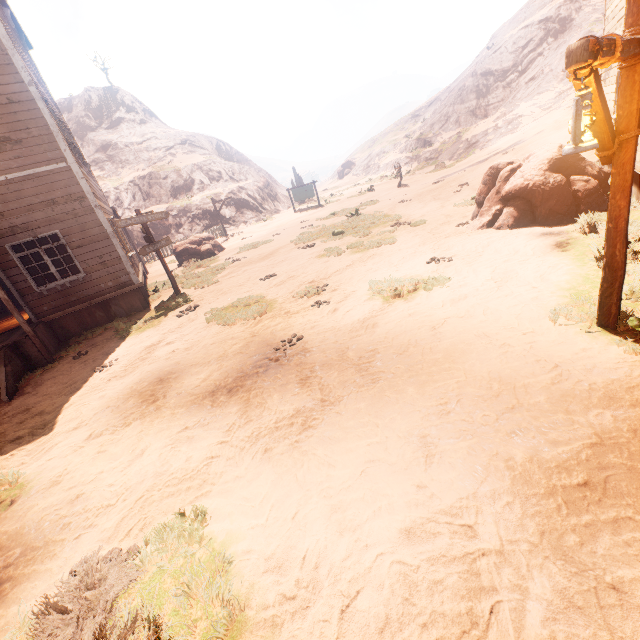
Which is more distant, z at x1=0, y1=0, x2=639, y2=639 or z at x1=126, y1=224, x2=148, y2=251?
z at x1=126, y1=224, x2=148, y2=251

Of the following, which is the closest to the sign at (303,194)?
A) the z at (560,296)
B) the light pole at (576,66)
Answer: the z at (560,296)

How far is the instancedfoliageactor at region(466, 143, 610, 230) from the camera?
7.9 meters

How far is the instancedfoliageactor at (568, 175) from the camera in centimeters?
792cm

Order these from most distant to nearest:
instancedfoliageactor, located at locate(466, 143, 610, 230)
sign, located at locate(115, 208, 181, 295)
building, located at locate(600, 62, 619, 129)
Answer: sign, located at locate(115, 208, 181, 295)
building, located at locate(600, 62, 619, 129)
instancedfoliageactor, located at locate(466, 143, 610, 230)

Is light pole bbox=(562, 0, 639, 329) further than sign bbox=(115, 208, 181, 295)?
No

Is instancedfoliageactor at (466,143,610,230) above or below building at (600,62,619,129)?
below

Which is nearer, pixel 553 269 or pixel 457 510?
pixel 457 510
